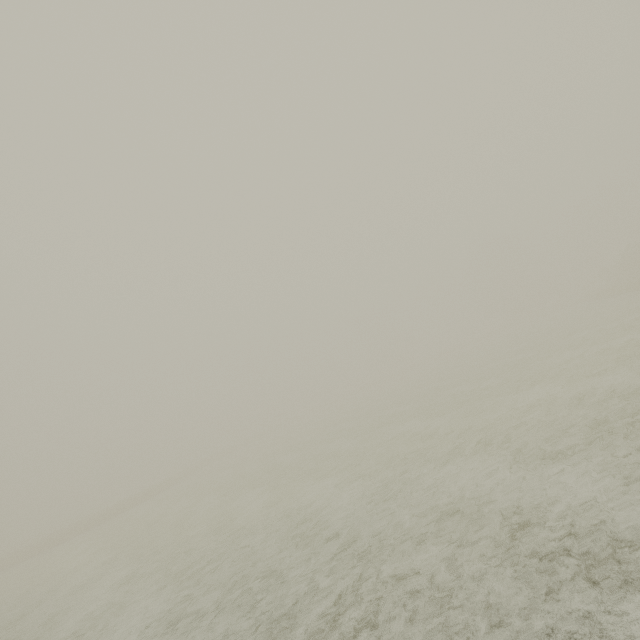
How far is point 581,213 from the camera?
55.75m
